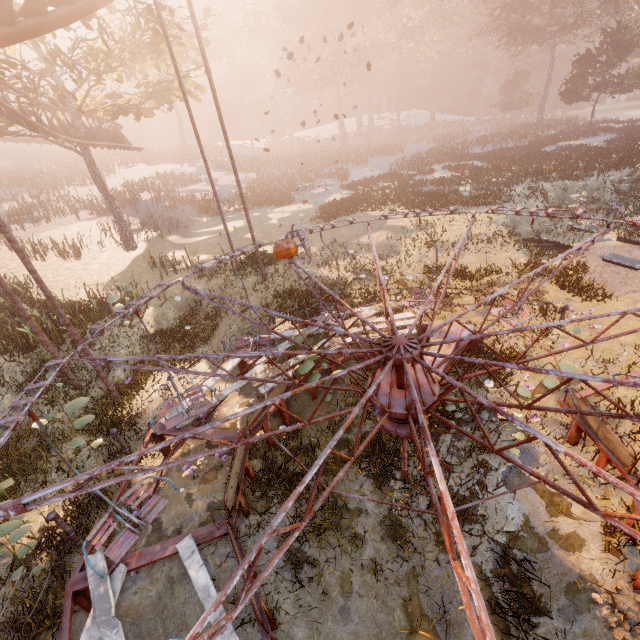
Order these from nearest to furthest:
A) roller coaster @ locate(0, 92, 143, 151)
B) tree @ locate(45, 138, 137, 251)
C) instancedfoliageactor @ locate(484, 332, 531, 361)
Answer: instancedfoliageactor @ locate(484, 332, 531, 361), roller coaster @ locate(0, 92, 143, 151), tree @ locate(45, 138, 137, 251)

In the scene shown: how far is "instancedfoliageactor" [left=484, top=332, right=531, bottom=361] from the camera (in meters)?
8.70

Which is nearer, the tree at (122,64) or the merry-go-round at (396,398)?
the merry-go-round at (396,398)

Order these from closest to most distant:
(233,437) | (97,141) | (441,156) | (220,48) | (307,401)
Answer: (233,437) < (307,401) < (97,141) < (441,156) < (220,48)

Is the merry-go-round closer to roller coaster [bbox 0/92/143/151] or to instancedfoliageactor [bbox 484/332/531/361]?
instancedfoliageactor [bbox 484/332/531/361]

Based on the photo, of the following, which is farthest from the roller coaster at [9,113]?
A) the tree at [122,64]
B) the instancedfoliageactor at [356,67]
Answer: the instancedfoliageactor at [356,67]

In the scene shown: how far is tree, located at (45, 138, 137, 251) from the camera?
19.08m

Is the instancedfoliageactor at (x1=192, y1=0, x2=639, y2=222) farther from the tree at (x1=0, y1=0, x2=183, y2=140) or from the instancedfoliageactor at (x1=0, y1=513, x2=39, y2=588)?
the instancedfoliageactor at (x1=0, y1=513, x2=39, y2=588)
